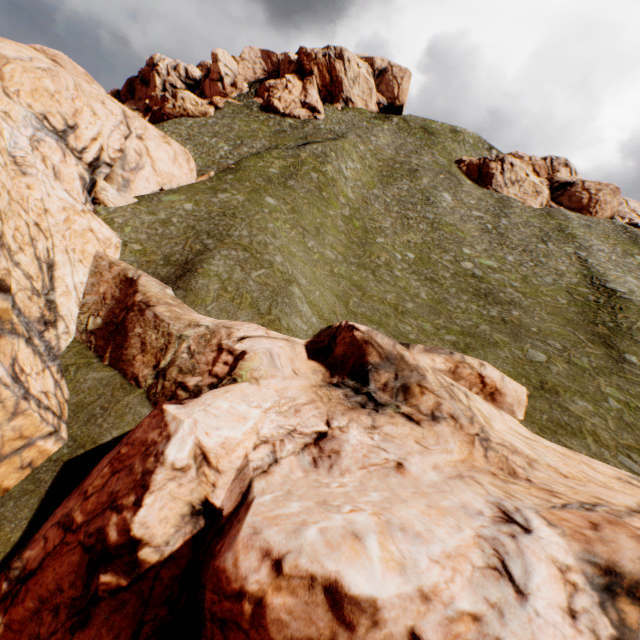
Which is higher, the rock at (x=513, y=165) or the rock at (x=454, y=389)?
the rock at (x=513, y=165)

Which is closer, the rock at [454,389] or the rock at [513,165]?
the rock at [454,389]

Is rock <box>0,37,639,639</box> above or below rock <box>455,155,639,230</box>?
below

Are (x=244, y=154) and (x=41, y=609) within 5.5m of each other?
no

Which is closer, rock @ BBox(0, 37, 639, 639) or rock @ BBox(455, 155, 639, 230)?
rock @ BBox(0, 37, 639, 639)
